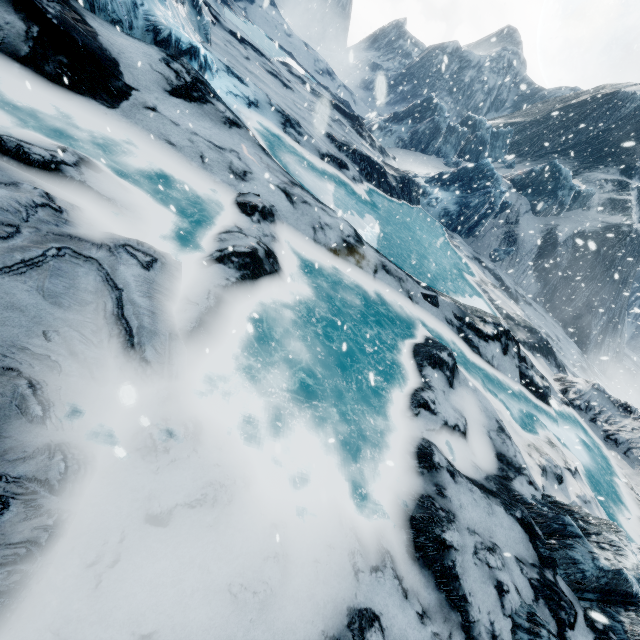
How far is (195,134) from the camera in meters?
7.0 m
